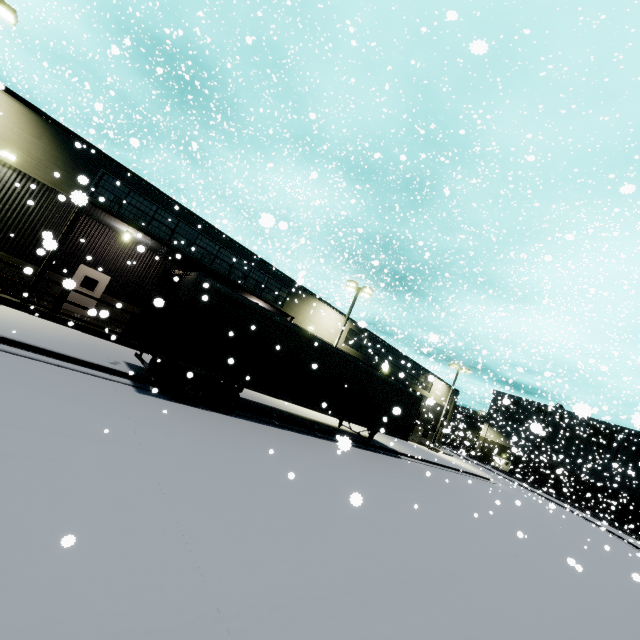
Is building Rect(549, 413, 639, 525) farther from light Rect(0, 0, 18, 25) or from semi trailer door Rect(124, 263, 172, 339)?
semi trailer door Rect(124, 263, 172, 339)

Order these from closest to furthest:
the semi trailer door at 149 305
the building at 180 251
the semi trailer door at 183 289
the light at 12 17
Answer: the semi trailer door at 183 289 < the semi trailer door at 149 305 < the light at 12 17 < the building at 180 251

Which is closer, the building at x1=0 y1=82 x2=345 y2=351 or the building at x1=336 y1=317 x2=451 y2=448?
the building at x1=0 y1=82 x2=345 y2=351

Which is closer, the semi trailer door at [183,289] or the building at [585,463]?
the semi trailer door at [183,289]

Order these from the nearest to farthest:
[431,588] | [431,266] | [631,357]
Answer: [431,588]
[631,357]
[431,266]

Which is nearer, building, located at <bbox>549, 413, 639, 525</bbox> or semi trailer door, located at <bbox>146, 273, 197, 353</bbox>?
semi trailer door, located at <bbox>146, 273, 197, 353</bbox>

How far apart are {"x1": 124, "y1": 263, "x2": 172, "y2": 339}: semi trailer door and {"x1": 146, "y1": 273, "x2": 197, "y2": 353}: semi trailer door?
0.5m

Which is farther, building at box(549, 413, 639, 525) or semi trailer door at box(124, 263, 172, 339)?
building at box(549, 413, 639, 525)
